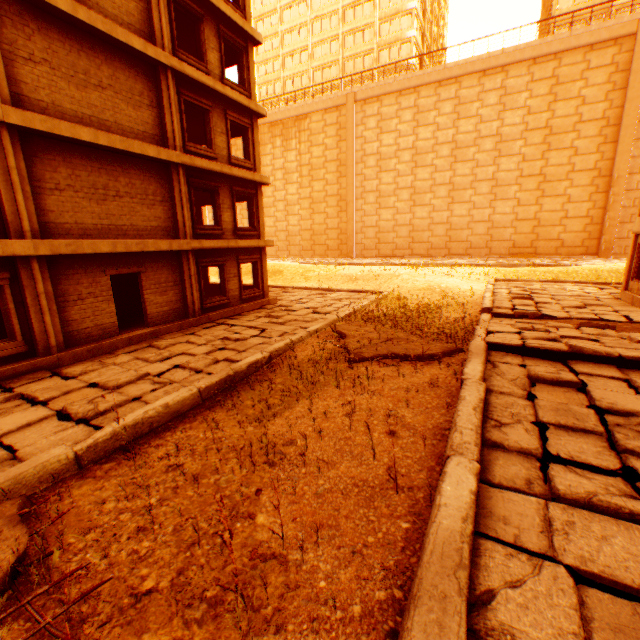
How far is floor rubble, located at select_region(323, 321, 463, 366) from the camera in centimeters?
845cm

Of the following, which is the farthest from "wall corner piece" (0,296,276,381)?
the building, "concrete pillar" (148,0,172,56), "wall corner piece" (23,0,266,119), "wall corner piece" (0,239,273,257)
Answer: the building

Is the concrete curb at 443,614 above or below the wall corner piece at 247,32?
below

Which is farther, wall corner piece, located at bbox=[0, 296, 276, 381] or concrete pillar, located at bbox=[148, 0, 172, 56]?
concrete pillar, located at bbox=[148, 0, 172, 56]

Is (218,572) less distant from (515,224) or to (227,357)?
(227,357)

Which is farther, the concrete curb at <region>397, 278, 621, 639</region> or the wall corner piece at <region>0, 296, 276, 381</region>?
the wall corner piece at <region>0, 296, 276, 381</region>

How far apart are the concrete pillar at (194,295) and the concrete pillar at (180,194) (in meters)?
0.40

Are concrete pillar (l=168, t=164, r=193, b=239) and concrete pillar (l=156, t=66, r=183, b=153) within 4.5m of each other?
yes
